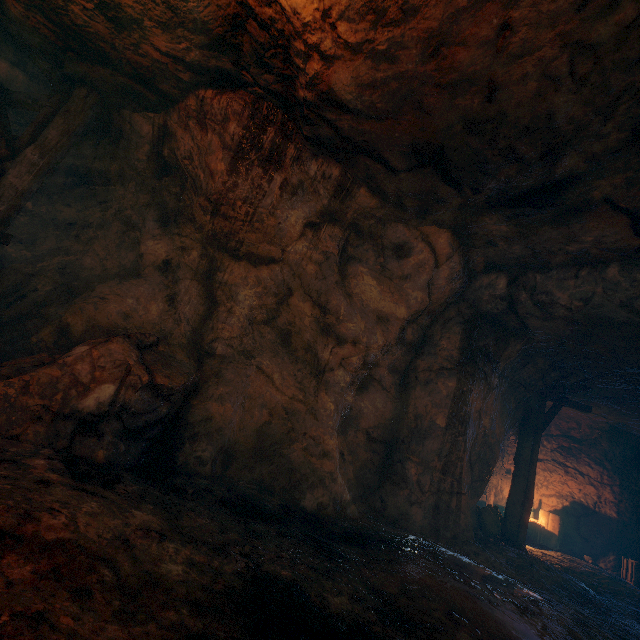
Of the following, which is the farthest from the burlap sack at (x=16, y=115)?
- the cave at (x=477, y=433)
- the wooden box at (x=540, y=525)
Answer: the wooden box at (x=540, y=525)

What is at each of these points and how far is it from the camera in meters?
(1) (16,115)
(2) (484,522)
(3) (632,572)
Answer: (1) burlap sack, 6.1 m
(2) burlap sack, 8.6 m
(3) wooden box, 9.3 m

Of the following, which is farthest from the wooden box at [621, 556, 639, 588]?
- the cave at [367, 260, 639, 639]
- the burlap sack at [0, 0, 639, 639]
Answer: the burlap sack at [0, 0, 639, 639]

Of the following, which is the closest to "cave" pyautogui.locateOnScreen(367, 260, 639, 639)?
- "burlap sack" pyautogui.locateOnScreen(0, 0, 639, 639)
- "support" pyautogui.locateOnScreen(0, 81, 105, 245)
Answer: "burlap sack" pyautogui.locateOnScreen(0, 0, 639, 639)

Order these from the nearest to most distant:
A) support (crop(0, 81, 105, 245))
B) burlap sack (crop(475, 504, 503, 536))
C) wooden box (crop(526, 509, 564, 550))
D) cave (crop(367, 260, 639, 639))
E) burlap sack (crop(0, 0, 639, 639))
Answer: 1. burlap sack (crop(0, 0, 639, 639))
2. support (crop(0, 81, 105, 245))
3. cave (crop(367, 260, 639, 639))
4. burlap sack (crop(475, 504, 503, 536))
5. wooden box (crop(526, 509, 564, 550))

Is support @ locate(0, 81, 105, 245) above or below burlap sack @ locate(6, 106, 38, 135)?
below

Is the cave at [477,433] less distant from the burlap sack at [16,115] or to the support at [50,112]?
the burlap sack at [16,115]

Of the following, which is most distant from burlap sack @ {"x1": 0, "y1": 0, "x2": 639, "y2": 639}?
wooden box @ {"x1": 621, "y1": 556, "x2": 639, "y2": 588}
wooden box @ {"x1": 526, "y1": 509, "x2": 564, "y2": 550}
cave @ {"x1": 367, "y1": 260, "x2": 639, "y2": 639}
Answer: wooden box @ {"x1": 526, "y1": 509, "x2": 564, "y2": 550}
